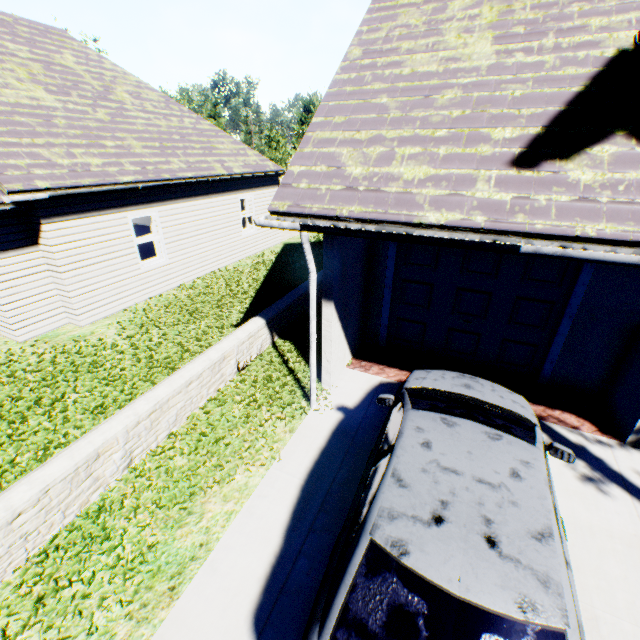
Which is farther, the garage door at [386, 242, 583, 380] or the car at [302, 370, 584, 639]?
the garage door at [386, 242, 583, 380]

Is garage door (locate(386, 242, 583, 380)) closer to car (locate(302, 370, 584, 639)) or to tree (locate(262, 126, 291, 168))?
car (locate(302, 370, 584, 639))

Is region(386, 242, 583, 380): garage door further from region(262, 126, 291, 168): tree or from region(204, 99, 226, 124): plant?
region(204, 99, 226, 124): plant

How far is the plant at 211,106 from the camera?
40.4 meters

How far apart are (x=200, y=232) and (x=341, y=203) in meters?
9.0

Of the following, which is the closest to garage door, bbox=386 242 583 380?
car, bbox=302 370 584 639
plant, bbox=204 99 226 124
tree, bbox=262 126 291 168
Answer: car, bbox=302 370 584 639

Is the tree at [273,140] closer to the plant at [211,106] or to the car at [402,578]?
the plant at [211,106]
